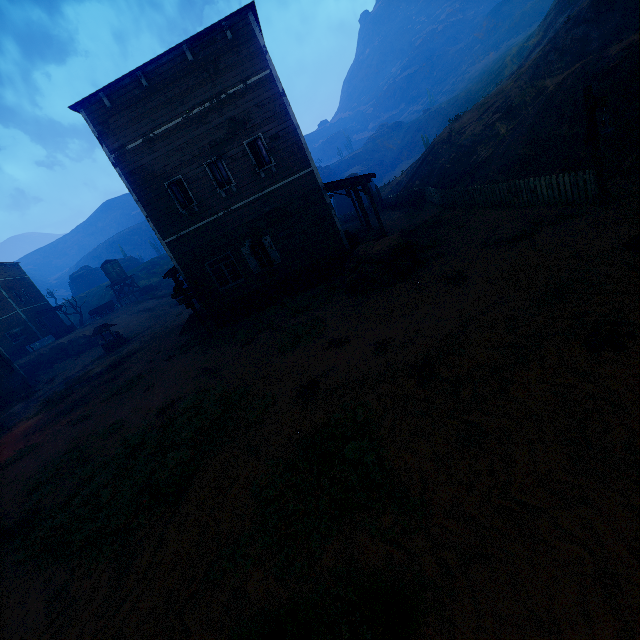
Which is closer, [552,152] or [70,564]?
[70,564]

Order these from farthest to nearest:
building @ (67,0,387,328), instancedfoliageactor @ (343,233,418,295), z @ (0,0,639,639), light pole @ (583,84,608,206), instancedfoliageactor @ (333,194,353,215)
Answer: instancedfoliageactor @ (333,194,353,215)
building @ (67,0,387,328)
instancedfoliageactor @ (343,233,418,295)
light pole @ (583,84,608,206)
z @ (0,0,639,639)

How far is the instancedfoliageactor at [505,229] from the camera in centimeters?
970cm

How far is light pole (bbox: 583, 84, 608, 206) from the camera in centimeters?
739cm

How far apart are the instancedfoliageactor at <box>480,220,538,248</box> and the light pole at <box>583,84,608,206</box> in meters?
1.5

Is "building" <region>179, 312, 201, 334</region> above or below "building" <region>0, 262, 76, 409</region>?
below

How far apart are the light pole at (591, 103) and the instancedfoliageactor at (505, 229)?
1.5m

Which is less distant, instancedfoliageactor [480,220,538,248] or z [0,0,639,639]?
z [0,0,639,639]
